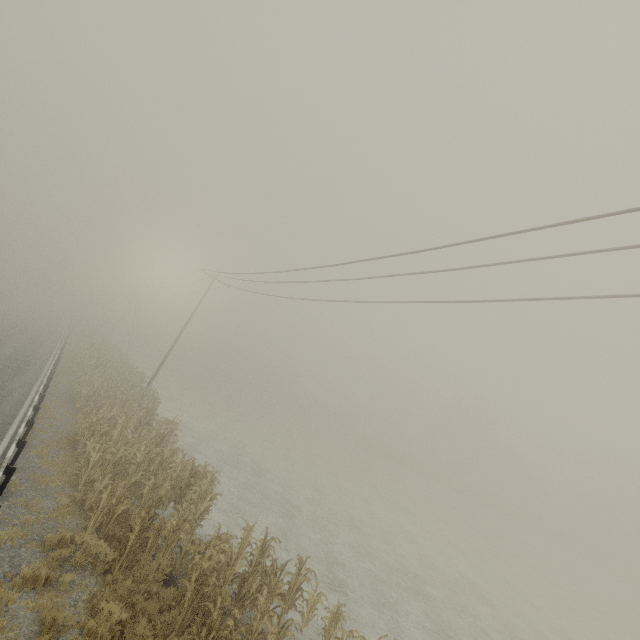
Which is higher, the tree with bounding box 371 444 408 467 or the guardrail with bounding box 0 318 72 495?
the tree with bounding box 371 444 408 467

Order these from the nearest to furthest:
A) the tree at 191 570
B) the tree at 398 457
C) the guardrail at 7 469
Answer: the tree at 191 570 < the guardrail at 7 469 < the tree at 398 457

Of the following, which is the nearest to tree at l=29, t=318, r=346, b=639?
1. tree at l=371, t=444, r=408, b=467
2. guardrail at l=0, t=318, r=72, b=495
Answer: guardrail at l=0, t=318, r=72, b=495

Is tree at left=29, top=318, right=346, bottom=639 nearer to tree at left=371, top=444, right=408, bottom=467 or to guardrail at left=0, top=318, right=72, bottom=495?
guardrail at left=0, top=318, right=72, bottom=495

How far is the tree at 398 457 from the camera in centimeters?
5762cm

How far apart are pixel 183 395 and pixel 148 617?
35.3m

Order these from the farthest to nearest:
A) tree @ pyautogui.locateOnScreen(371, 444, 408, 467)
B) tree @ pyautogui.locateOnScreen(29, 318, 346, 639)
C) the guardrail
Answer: tree @ pyautogui.locateOnScreen(371, 444, 408, 467) < the guardrail < tree @ pyautogui.locateOnScreen(29, 318, 346, 639)

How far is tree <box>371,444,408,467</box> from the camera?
57.62m
